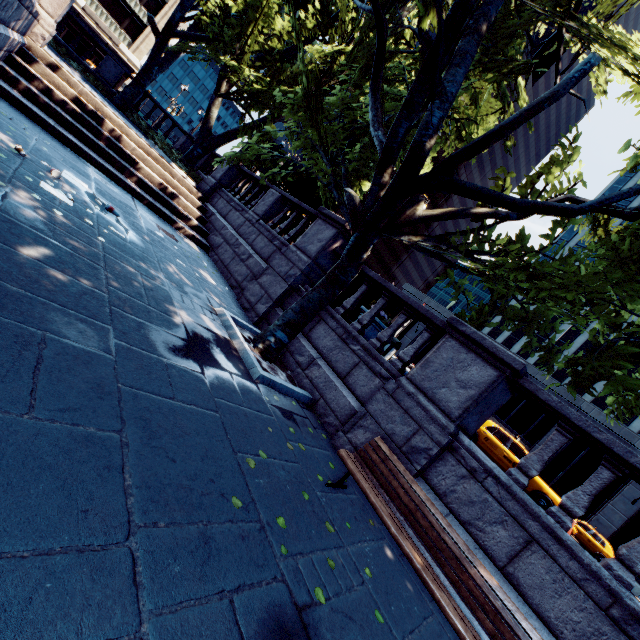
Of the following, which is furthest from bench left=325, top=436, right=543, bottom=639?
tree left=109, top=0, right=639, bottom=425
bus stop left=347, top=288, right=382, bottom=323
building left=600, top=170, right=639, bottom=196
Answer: building left=600, top=170, right=639, bottom=196

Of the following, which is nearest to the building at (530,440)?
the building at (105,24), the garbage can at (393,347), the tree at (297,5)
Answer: the tree at (297,5)

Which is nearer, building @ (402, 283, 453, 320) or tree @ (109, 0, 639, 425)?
tree @ (109, 0, 639, 425)

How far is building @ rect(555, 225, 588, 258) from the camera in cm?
5795

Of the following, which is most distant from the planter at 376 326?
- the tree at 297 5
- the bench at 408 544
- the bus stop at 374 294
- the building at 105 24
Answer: the building at 105 24

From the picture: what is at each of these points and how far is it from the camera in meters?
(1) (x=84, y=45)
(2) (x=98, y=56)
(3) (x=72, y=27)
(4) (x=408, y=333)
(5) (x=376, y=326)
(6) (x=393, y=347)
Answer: (1) building, 39.5 m
(2) building, 40.6 m
(3) building, 38.3 m
(4) building, 41.9 m
(5) planter, 8.9 m
(6) garbage can, 12.0 m

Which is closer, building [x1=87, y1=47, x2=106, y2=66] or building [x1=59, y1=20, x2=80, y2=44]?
building [x1=59, y1=20, x2=80, y2=44]
